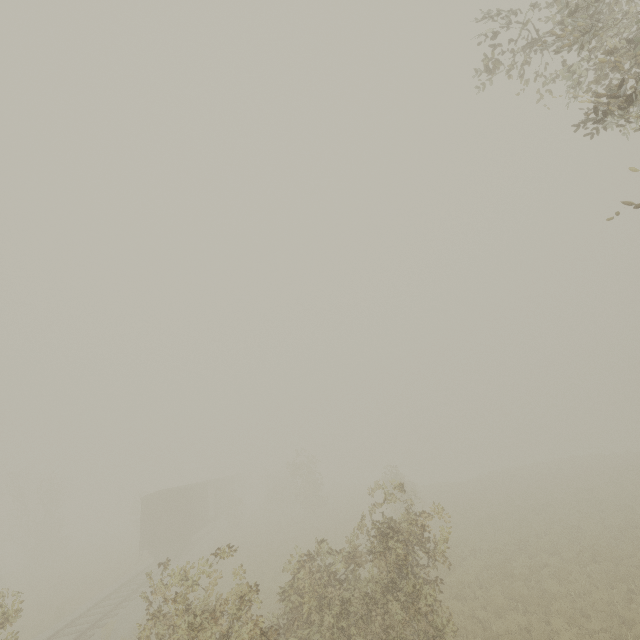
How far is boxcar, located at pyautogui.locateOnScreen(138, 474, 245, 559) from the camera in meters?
24.7

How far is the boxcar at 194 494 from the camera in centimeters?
2467cm

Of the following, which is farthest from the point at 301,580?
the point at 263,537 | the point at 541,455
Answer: the point at 541,455

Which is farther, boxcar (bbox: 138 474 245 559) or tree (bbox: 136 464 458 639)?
boxcar (bbox: 138 474 245 559)

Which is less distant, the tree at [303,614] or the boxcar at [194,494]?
the tree at [303,614]
